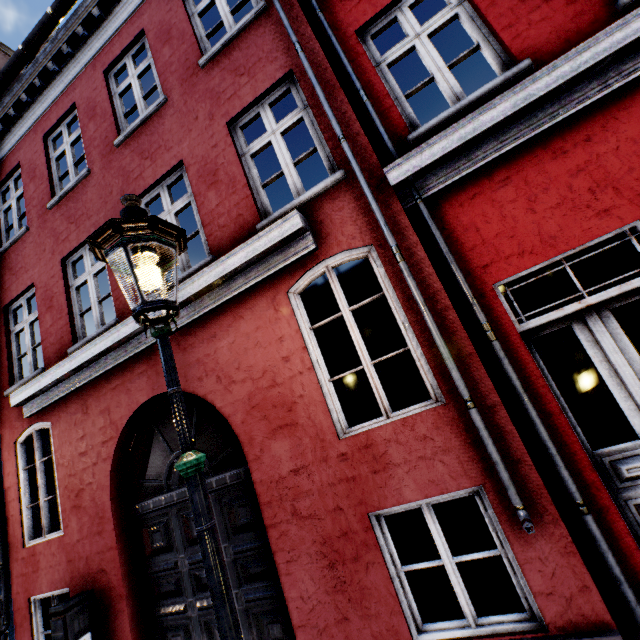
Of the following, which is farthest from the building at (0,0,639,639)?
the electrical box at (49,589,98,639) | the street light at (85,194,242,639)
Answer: the street light at (85,194,242,639)

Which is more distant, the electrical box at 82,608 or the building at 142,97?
the electrical box at 82,608

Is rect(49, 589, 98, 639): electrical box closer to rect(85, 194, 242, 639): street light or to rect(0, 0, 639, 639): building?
rect(0, 0, 639, 639): building

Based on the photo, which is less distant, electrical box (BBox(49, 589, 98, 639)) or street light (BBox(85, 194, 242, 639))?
street light (BBox(85, 194, 242, 639))

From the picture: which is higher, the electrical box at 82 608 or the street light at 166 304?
the street light at 166 304

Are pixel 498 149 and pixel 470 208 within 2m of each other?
yes

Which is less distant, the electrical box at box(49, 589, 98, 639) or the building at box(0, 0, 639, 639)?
the building at box(0, 0, 639, 639)
